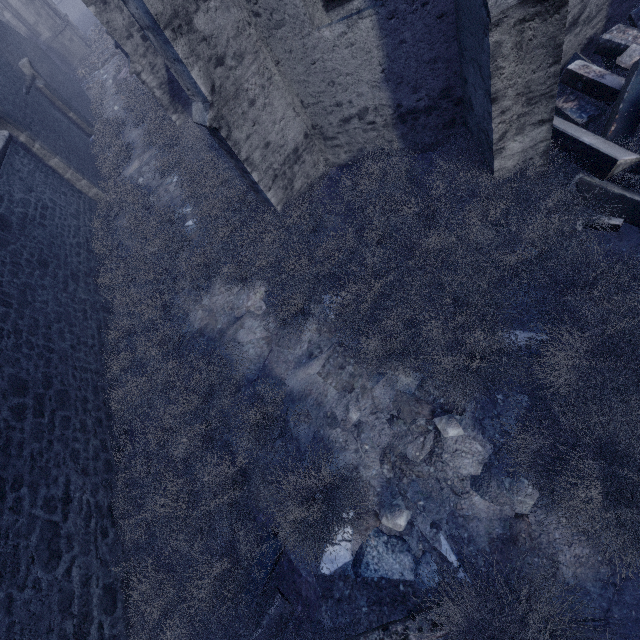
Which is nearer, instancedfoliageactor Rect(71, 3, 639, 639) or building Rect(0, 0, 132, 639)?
instancedfoliageactor Rect(71, 3, 639, 639)

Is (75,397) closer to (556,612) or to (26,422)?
(26,422)

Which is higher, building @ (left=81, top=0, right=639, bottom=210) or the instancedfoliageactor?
building @ (left=81, top=0, right=639, bottom=210)

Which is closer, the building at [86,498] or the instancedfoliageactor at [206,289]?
the instancedfoliageactor at [206,289]

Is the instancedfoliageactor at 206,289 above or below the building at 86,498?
below
